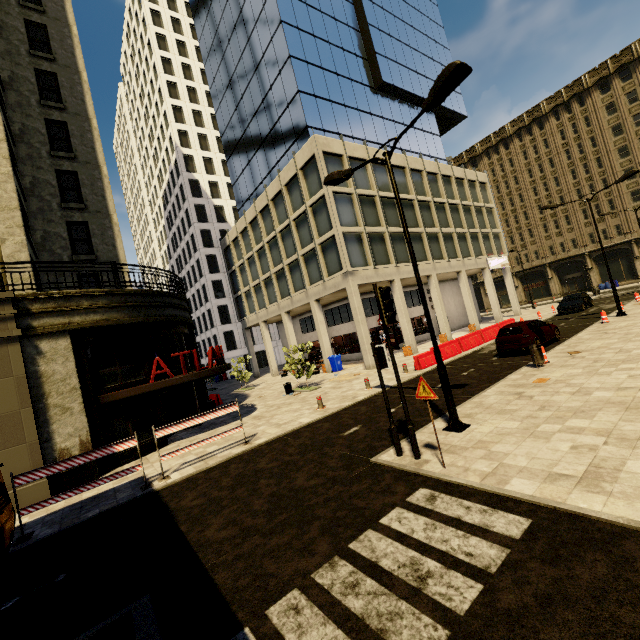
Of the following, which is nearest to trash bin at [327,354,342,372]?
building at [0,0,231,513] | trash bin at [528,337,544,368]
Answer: building at [0,0,231,513]

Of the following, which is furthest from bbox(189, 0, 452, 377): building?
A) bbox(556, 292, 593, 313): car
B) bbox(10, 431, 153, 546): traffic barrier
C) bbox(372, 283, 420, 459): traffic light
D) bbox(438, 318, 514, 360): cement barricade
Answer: bbox(372, 283, 420, 459): traffic light

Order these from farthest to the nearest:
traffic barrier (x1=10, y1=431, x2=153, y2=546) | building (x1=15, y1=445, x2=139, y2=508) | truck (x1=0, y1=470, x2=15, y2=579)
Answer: building (x1=15, y1=445, x2=139, y2=508)
traffic barrier (x1=10, y1=431, x2=153, y2=546)
truck (x1=0, y1=470, x2=15, y2=579)

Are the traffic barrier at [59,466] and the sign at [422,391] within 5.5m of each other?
no

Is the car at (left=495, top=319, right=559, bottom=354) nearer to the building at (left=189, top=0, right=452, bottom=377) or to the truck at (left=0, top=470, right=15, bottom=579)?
the building at (left=189, top=0, right=452, bottom=377)

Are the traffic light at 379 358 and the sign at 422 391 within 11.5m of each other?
Result: yes

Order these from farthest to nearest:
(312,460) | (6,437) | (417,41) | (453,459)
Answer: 1. (417,41)
2. (6,437)
3. (312,460)
4. (453,459)

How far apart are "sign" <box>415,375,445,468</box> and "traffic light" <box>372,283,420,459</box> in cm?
56
